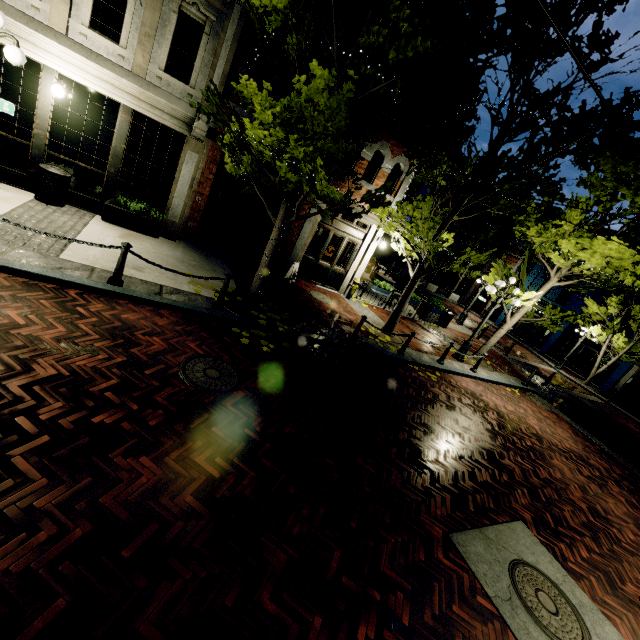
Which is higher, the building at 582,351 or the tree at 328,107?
the tree at 328,107

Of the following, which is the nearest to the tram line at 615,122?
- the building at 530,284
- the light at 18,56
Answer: the light at 18,56

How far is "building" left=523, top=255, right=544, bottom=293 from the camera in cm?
2965

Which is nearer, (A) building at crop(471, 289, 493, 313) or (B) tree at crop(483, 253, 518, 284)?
(B) tree at crop(483, 253, 518, 284)

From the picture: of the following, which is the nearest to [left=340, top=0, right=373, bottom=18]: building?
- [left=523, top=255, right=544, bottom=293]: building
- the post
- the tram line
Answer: the post

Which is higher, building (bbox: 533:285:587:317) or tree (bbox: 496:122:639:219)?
tree (bbox: 496:122:639:219)

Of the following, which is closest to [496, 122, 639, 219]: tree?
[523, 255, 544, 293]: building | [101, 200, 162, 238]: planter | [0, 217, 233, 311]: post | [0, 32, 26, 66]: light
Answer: Result: [523, 255, 544, 293]: building

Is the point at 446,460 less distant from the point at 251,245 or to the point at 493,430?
the point at 493,430
